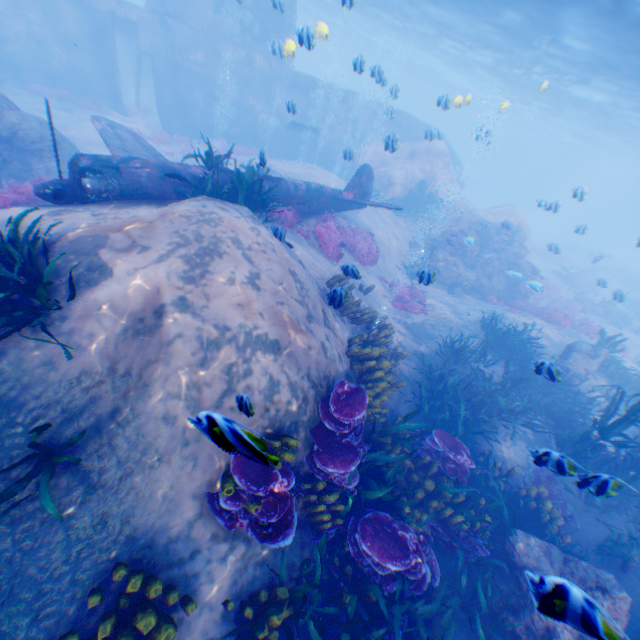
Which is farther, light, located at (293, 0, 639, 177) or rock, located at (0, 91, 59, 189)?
light, located at (293, 0, 639, 177)

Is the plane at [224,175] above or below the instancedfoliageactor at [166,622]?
above

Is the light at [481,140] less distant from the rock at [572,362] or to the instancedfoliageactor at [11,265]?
the rock at [572,362]

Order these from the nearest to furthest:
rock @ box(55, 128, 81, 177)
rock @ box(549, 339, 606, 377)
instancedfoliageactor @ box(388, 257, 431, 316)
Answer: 1. rock @ box(549, 339, 606, 377)
2. rock @ box(55, 128, 81, 177)
3. instancedfoliageactor @ box(388, 257, 431, 316)

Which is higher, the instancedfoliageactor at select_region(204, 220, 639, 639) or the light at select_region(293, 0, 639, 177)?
the light at select_region(293, 0, 639, 177)

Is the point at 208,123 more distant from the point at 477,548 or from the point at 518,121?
the point at 518,121

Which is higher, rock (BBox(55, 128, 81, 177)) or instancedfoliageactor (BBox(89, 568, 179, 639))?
instancedfoliageactor (BBox(89, 568, 179, 639))

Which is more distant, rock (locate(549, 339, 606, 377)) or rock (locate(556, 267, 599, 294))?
rock (locate(556, 267, 599, 294))
